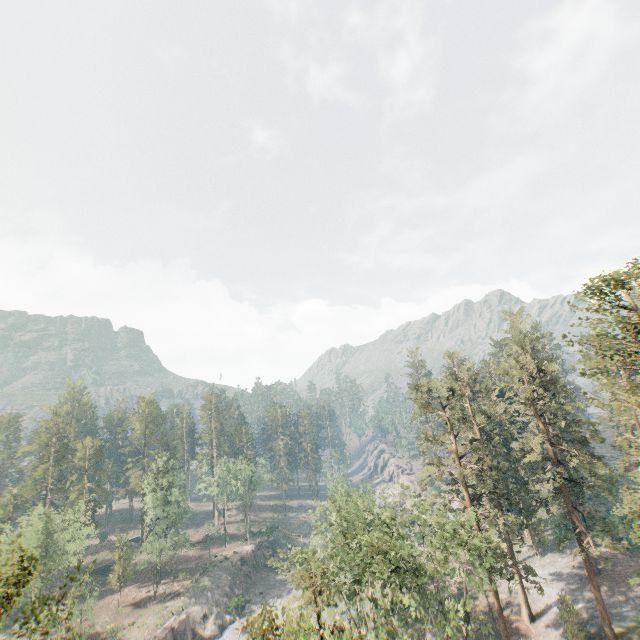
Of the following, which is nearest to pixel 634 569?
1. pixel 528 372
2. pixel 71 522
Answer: pixel 528 372

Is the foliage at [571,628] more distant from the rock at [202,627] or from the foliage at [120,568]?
the rock at [202,627]

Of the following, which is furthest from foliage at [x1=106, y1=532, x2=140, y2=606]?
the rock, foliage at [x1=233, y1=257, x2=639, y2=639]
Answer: the rock

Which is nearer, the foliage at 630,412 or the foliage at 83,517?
the foliage at 83,517

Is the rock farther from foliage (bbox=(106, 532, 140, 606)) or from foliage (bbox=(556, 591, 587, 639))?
foliage (bbox=(106, 532, 140, 606))

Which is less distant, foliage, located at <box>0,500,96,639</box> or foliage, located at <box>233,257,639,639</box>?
foliage, located at <box>0,500,96,639</box>

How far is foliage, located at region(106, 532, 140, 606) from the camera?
53.5m
